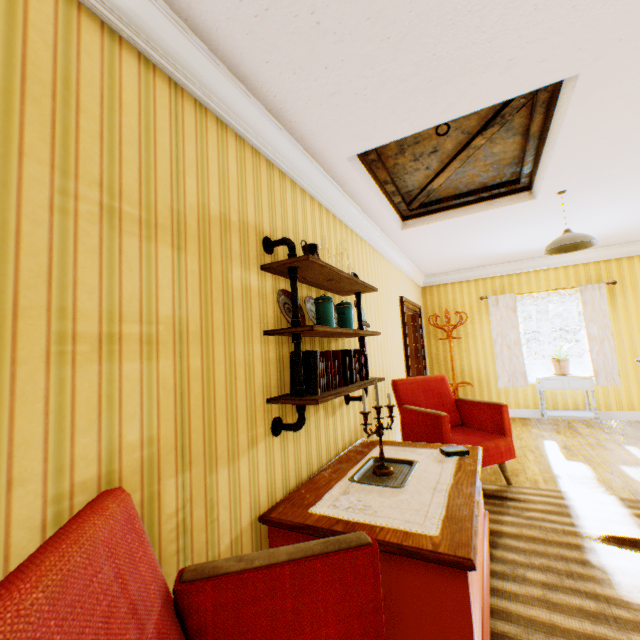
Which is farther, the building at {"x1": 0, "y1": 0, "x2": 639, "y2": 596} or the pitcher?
the pitcher

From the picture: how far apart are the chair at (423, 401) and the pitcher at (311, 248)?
1.98m

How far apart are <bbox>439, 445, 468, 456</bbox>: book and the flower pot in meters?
4.5 m

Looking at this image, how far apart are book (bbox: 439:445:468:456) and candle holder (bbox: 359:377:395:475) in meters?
0.5 m

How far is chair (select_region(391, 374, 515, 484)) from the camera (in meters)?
3.24

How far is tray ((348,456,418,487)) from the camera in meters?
2.1

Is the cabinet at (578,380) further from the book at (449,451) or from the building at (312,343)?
the book at (449,451)

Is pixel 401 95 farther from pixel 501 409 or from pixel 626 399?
pixel 626 399
